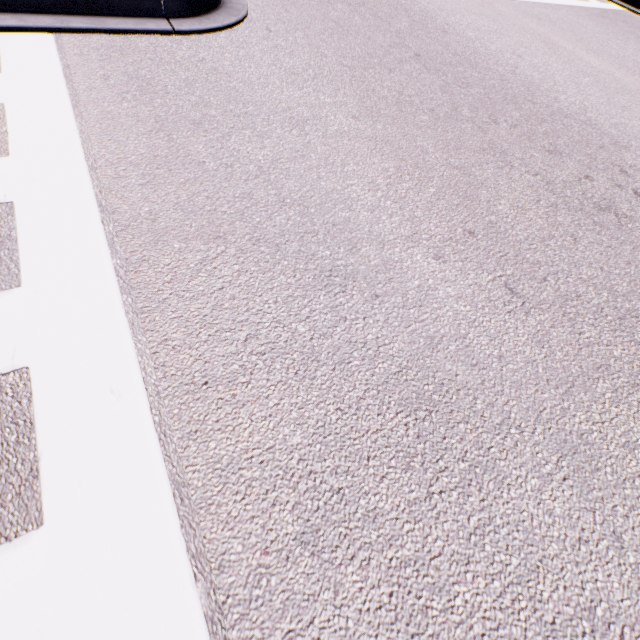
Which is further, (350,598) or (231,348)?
(231,348)
